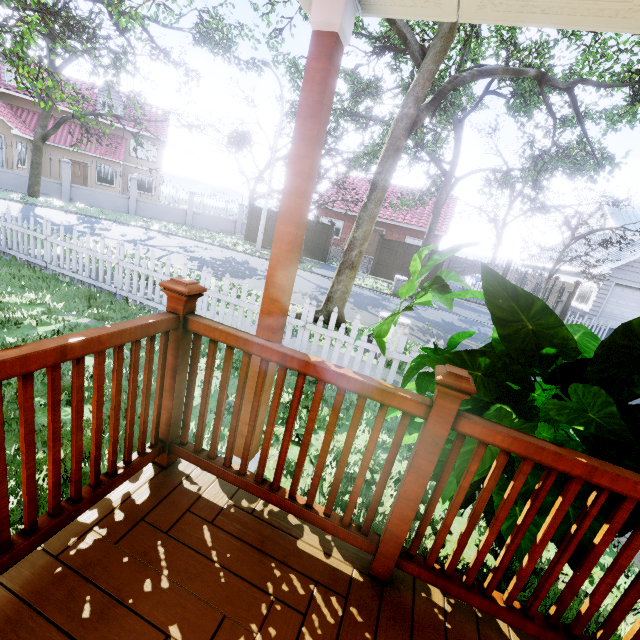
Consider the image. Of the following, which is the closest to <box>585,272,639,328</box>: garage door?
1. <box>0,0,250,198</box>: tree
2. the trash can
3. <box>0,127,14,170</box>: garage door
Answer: <box>0,0,250,198</box>: tree

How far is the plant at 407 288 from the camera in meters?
2.3 m

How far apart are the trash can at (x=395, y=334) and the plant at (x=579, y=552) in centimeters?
443cm

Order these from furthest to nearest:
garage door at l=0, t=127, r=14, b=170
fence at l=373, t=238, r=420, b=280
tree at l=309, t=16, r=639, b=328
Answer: garage door at l=0, t=127, r=14, b=170
fence at l=373, t=238, r=420, b=280
tree at l=309, t=16, r=639, b=328

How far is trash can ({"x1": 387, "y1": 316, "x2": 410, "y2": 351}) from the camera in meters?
6.4

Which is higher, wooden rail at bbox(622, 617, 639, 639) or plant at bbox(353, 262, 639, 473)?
plant at bbox(353, 262, 639, 473)

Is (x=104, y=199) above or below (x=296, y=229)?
below

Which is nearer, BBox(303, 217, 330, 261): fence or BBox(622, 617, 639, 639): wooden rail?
BBox(622, 617, 639, 639): wooden rail
